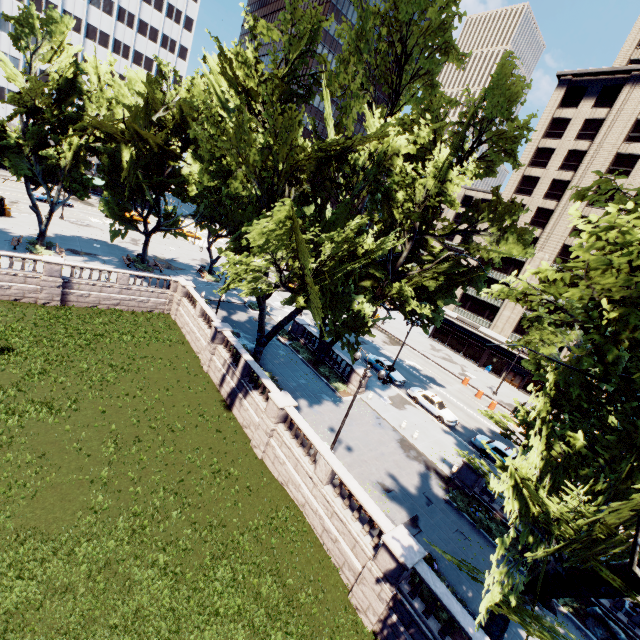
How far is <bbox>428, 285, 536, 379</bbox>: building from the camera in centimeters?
4959cm

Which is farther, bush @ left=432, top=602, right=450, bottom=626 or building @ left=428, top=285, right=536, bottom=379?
building @ left=428, top=285, right=536, bottom=379

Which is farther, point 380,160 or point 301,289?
point 301,289

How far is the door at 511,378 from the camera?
48.6 meters

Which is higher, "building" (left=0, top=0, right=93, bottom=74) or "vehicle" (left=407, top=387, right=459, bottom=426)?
"building" (left=0, top=0, right=93, bottom=74)

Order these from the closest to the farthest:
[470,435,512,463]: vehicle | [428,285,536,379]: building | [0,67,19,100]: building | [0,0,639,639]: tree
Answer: [0,0,639,639]: tree < [470,435,512,463]: vehicle < [428,285,536,379]: building < [0,67,19,100]: building

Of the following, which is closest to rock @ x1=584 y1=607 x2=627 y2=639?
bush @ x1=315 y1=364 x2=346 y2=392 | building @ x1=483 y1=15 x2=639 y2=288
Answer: bush @ x1=315 y1=364 x2=346 y2=392

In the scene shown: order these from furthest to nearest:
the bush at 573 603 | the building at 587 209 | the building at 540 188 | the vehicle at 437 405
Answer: the building at 587 209
the building at 540 188
the vehicle at 437 405
the bush at 573 603
